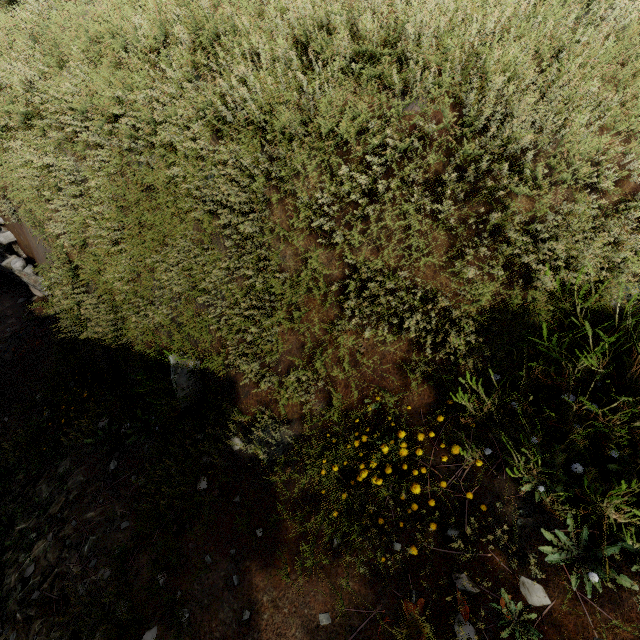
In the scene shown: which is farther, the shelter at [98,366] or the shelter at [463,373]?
the shelter at [98,366]

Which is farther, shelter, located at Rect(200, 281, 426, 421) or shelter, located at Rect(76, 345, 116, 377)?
shelter, located at Rect(76, 345, 116, 377)

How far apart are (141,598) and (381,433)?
2.1 meters

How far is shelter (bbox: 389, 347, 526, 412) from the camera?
2.05m

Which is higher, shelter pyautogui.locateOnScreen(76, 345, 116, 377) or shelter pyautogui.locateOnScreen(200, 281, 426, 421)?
shelter pyautogui.locateOnScreen(200, 281, 426, 421)

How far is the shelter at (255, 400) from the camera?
2.40m
